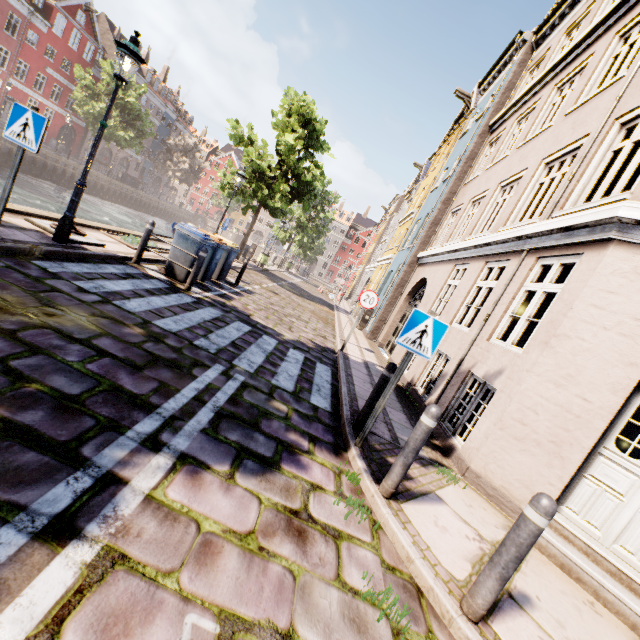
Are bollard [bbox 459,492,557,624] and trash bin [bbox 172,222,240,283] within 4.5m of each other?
no

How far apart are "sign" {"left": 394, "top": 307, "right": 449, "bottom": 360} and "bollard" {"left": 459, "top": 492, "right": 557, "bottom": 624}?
1.8 meters

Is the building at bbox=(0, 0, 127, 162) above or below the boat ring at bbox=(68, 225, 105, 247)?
above

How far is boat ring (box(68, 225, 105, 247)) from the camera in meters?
6.5 m

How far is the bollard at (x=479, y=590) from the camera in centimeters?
229cm

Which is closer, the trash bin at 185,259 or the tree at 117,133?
the trash bin at 185,259

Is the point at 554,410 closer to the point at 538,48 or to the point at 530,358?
the point at 530,358

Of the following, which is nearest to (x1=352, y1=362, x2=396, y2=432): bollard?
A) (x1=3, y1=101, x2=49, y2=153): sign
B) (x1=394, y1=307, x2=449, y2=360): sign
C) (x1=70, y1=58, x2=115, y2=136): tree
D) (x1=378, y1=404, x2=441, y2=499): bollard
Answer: (x1=394, y1=307, x2=449, y2=360): sign
